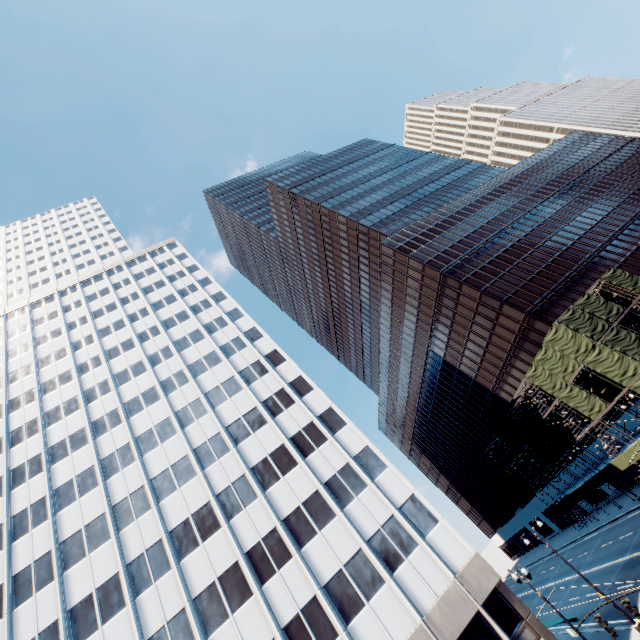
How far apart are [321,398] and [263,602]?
17.1 meters

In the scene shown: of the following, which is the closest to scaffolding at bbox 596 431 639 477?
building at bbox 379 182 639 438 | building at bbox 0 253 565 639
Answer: building at bbox 379 182 639 438

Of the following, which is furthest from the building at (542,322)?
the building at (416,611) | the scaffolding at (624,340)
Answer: the building at (416,611)

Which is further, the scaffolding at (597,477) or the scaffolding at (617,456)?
the scaffolding at (597,477)

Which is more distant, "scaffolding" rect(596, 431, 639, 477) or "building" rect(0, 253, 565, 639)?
"scaffolding" rect(596, 431, 639, 477)

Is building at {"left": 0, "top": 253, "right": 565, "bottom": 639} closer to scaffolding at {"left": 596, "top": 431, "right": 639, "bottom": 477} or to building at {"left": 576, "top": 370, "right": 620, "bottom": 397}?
scaffolding at {"left": 596, "top": 431, "right": 639, "bottom": 477}

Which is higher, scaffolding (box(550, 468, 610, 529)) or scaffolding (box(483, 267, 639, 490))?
scaffolding (box(483, 267, 639, 490))
